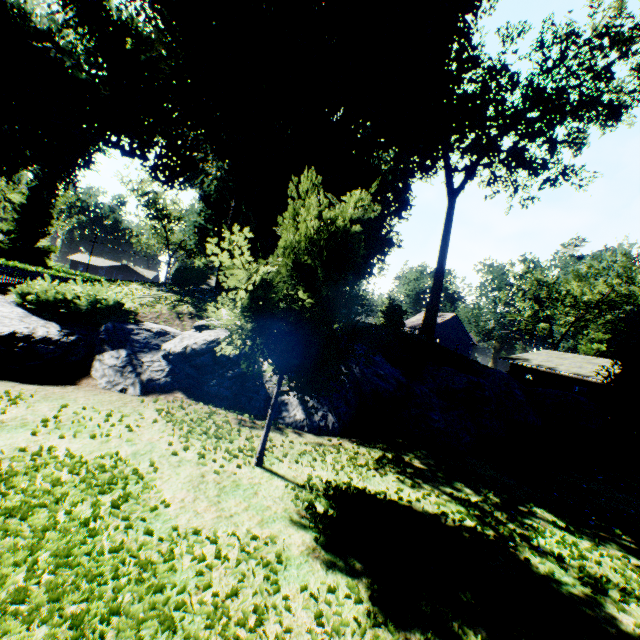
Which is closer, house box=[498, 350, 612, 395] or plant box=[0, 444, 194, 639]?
plant box=[0, 444, 194, 639]

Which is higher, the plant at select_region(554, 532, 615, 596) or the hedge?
the hedge

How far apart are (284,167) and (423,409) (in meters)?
21.62

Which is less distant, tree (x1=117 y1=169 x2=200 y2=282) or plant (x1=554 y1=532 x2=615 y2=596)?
plant (x1=554 y1=532 x2=615 y2=596)

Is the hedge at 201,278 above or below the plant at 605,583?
above

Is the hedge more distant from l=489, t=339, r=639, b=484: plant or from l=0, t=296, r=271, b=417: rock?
l=0, t=296, r=271, b=417: rock

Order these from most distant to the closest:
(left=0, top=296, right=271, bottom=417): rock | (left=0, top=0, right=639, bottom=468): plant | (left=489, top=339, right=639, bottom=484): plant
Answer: (left=489, top=339, right=639, bottom=484): plant → (left=0, top=296, right=271, bottom=417): rock → (left=0, top=0, right=639, bottom=468): plant

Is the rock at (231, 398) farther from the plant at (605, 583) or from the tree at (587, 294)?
the tree at (587, 294)
